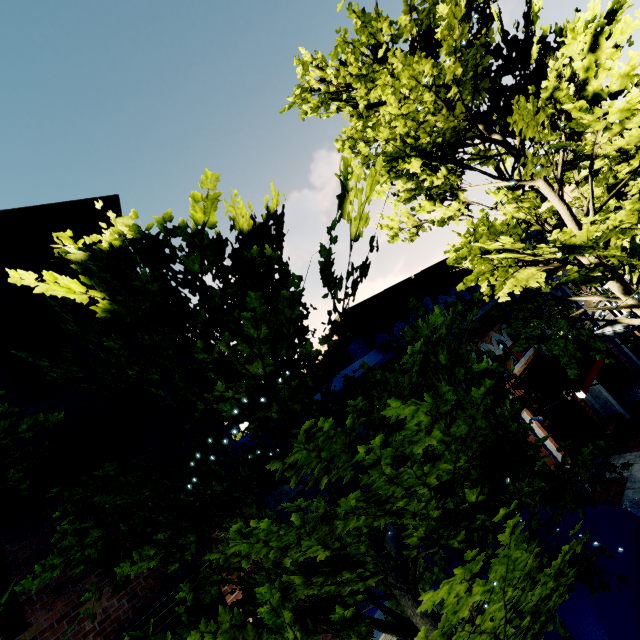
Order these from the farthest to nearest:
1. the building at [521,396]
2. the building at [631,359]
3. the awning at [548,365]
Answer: the building at [631,359], the awning at [548,365], the building at [521,396]

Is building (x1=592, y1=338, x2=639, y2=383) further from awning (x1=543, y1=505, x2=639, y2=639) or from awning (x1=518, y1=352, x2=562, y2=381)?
awning (x1=518, y1=352, x2=562, y2=381)

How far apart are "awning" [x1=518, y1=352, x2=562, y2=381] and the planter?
2.2 meters

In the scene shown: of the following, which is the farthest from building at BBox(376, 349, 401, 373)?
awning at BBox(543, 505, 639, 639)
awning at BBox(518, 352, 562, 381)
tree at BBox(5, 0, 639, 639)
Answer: awning at BBox(518, 352, 562, 381)

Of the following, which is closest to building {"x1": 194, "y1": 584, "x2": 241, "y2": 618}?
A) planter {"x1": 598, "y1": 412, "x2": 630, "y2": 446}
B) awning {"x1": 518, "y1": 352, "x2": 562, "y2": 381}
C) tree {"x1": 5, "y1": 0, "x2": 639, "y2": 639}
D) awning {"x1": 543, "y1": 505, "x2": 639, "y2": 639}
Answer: tree {"x1": 5, "y1": 0, "x2": 639, "y2": 639}

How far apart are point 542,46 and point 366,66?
4.7m

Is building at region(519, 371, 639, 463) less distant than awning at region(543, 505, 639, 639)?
No

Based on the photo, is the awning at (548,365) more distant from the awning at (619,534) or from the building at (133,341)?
the building at (133,341)
